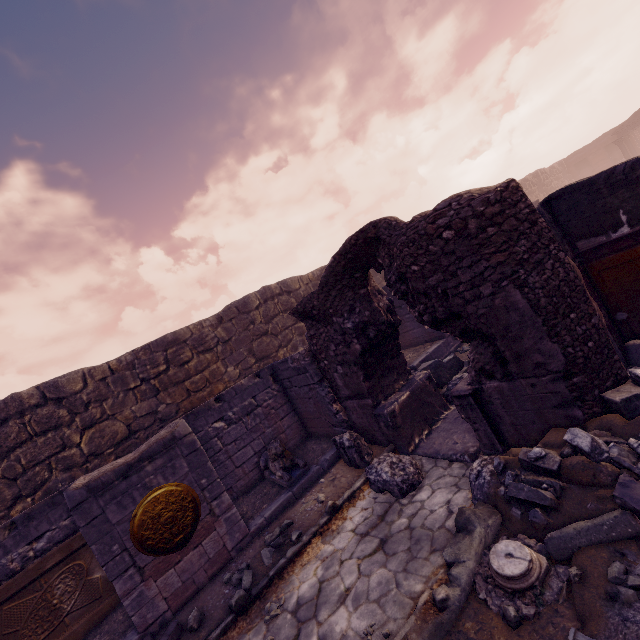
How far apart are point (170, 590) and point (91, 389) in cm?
617

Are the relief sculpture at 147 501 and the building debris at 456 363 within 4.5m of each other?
no

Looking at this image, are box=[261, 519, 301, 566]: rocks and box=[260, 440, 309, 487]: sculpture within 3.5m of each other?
yes

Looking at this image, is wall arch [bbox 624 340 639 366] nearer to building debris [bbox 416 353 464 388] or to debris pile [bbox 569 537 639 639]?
debris pile [bbox 569 537 639 639]

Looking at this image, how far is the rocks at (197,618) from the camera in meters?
4.5

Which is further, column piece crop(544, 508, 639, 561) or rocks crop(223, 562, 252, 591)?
rocks crop(223, 562, 252, 591)

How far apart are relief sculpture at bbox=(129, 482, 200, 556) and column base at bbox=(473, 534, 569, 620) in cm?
433

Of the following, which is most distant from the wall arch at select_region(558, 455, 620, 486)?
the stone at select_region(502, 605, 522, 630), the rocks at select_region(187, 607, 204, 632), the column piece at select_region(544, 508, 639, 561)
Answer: the rocks at select_region(187, 607, 204, 632)
